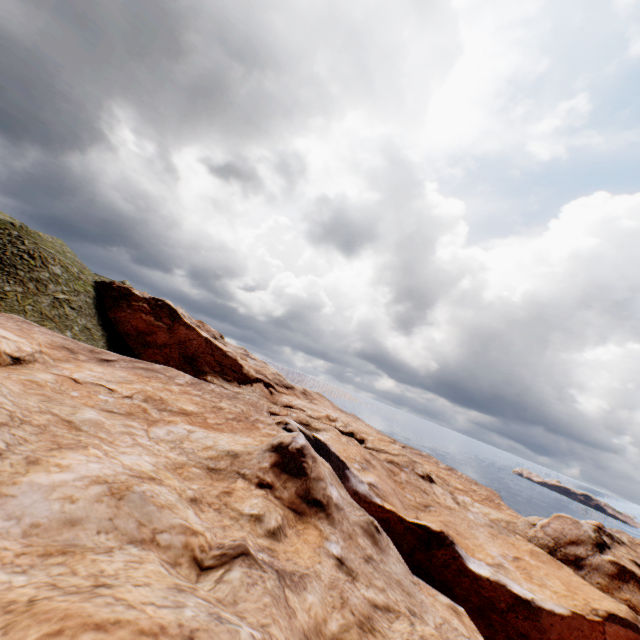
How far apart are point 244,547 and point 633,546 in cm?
6280
